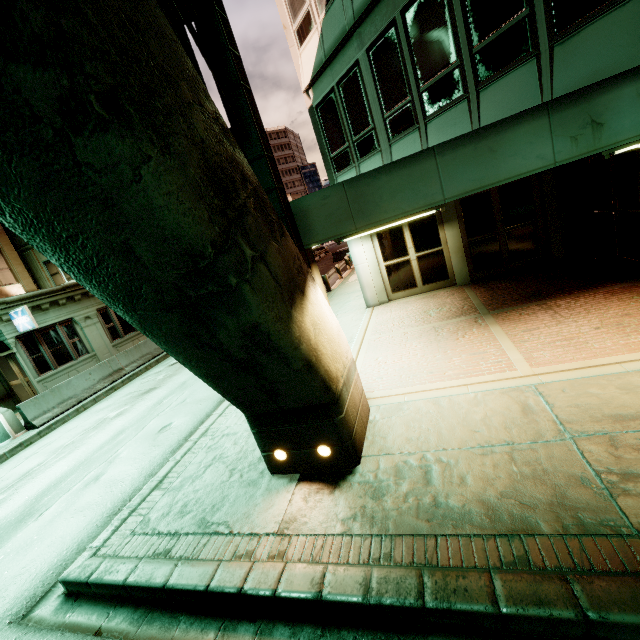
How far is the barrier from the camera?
11.3m

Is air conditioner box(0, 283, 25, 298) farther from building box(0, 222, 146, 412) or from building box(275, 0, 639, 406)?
building box(275, 0, 639, 406)

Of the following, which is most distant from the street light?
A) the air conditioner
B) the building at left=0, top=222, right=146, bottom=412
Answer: the air conditioner

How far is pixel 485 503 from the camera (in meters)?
3.38

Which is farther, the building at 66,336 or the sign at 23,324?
the building at 66,336

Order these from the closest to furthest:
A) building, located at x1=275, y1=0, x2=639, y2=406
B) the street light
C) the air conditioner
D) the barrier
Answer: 1. building, located at x1=275, y1=0, x2=639, y2=406
2. the street light
3. the barrier
4. the air conditioner

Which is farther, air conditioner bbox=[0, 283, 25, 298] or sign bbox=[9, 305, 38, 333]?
air conditioner bbox=[0, 283, 25, 298]

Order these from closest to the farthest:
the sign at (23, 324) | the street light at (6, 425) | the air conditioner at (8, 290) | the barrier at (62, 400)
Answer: the street light at (6, 425), the barrier at (62, 400), the sign at (23, 324), the air conditioner at (8, 290)
